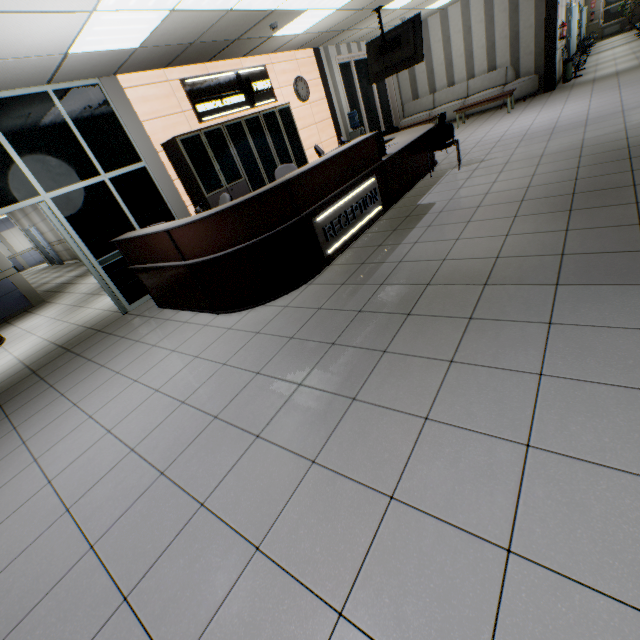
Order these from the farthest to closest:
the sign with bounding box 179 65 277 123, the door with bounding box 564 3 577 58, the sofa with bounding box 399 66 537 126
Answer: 1. the door with bounding box 564 3 577 58
2. the sofa with bounding box 399 66 537 126
3. the sign with bounding box 179 65 277 123

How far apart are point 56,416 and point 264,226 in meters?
3.0 m

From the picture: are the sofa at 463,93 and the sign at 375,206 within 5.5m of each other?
no

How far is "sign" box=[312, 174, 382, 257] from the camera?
4.2 meters

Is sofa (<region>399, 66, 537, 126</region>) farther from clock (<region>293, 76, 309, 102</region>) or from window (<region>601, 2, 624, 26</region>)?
window (<region>601, 2, 624, 26</region>)

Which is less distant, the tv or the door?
the tv

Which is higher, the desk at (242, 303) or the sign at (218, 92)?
the sign at (218, 92)

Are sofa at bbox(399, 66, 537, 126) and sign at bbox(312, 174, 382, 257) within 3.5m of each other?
no
